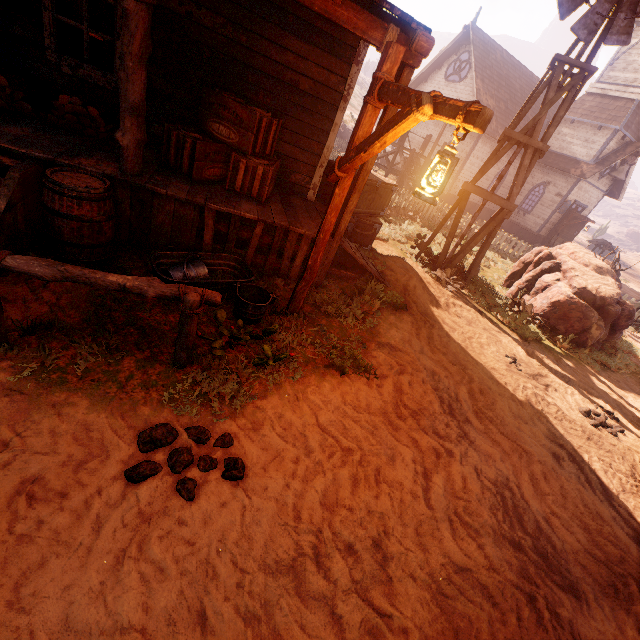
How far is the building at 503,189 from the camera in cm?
2327

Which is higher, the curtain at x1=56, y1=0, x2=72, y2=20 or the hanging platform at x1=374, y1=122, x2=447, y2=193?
the curtain at x1=56, y1=0, x2=72, y2=20

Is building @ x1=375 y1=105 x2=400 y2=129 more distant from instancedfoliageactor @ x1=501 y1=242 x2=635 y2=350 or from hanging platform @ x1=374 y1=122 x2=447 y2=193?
instancedfoliageactor @ x1=501 y1=242 x2=635 y2=350

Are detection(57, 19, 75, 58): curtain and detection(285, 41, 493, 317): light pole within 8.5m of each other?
yes

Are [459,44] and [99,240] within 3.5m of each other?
no

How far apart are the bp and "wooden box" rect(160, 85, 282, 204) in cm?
2473

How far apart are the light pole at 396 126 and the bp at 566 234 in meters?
25.5

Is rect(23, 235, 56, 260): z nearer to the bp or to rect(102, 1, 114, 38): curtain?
the bp
